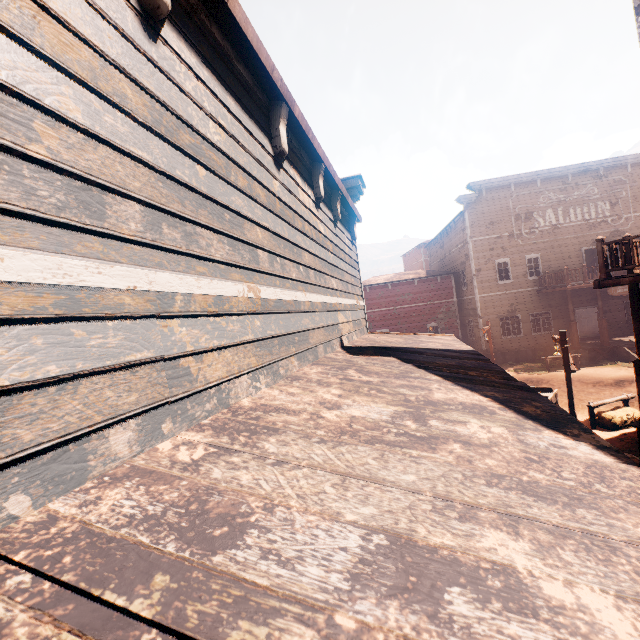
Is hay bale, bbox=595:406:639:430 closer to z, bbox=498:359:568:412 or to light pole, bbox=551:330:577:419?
z, bbox=498:359:568:412

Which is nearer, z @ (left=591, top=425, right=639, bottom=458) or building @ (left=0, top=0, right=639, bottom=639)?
building @ (left=0, top=0, right=639, bottom=639)

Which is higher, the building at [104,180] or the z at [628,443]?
the building at [104,180]

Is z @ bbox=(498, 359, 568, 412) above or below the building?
below

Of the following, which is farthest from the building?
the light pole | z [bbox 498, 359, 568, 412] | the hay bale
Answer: the hay bale

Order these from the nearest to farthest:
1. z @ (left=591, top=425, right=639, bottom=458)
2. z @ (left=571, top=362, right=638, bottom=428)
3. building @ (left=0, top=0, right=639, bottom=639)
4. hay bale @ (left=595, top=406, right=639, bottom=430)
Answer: building @ (left=0, top=0, right=639, bottom=639) < z @ (left=591, top=425, right=639, bottom=458) < hay bale @ (left=595, top=406, right=639, bottom=430) < z @ (left=571, top=362, right=638, bottom=428)

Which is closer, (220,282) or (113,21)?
(113,21)

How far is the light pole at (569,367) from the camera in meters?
10.4 m
